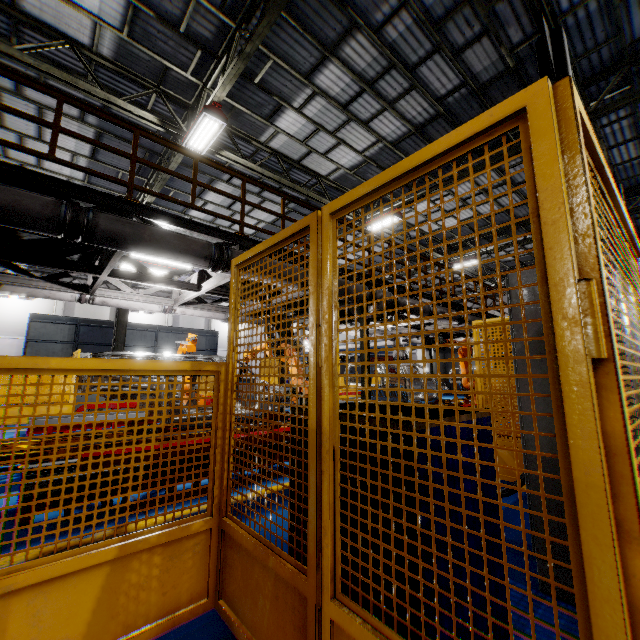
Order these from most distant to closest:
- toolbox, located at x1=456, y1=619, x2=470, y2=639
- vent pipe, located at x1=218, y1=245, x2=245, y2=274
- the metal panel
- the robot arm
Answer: the robot arm → vent pipe, located at x1=218, y1=245, x2=245, y2=274 → toolbox, located at x1=456, y1=619, x2=470, y2=639 → the metal panel

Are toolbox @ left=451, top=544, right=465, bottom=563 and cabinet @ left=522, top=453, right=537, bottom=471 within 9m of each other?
yes

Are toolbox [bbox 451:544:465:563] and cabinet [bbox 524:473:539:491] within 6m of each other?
yes

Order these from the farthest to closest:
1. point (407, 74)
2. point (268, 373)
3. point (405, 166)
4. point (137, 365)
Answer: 1. point (268, 373)
2. point (407, 74)
3. point (137, 365)
4. point (405, 166)

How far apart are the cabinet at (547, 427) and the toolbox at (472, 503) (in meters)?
0.72

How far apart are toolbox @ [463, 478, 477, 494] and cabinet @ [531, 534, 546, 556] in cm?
72

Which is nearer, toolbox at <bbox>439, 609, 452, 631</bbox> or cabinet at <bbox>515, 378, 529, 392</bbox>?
toolbox at <bbox>439, 609, 452, 631</bbox>
